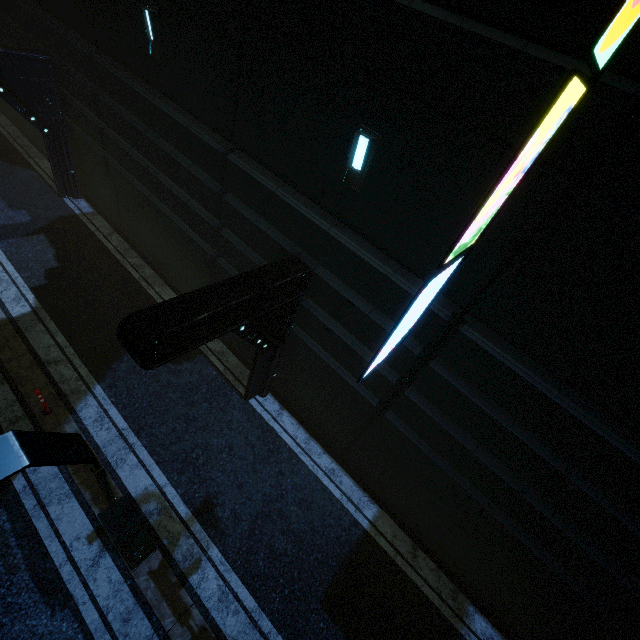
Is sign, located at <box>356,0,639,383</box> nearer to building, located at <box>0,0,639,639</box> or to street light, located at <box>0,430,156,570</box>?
building, located at <box>0,0,639,639</box>

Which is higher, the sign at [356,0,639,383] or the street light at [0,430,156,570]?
the sign at [356,0,639,383]

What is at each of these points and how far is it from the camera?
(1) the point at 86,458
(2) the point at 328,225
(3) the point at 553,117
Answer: (1) street light, 3.0 meters
(2) building, 6.1 meters
(3) sign, 2.7 meters

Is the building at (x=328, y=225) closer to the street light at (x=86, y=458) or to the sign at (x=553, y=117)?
the sign at (x=553, y=117)

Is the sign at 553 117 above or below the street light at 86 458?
above

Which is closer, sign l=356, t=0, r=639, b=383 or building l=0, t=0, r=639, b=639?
sign l=356, t=0, r=639, b=383
